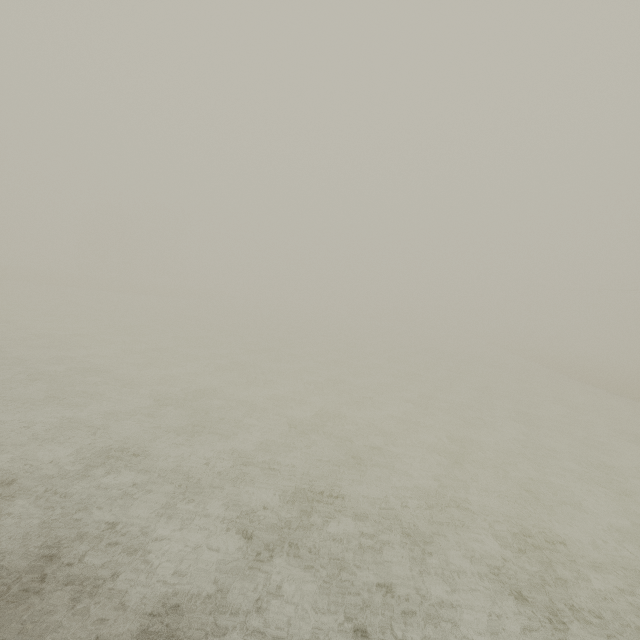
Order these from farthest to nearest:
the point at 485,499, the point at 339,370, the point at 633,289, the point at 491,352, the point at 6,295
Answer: the point at 491,352 < the point at 633,289 < the point at 6,295 < the point at 339,370 < the point at 485,499
